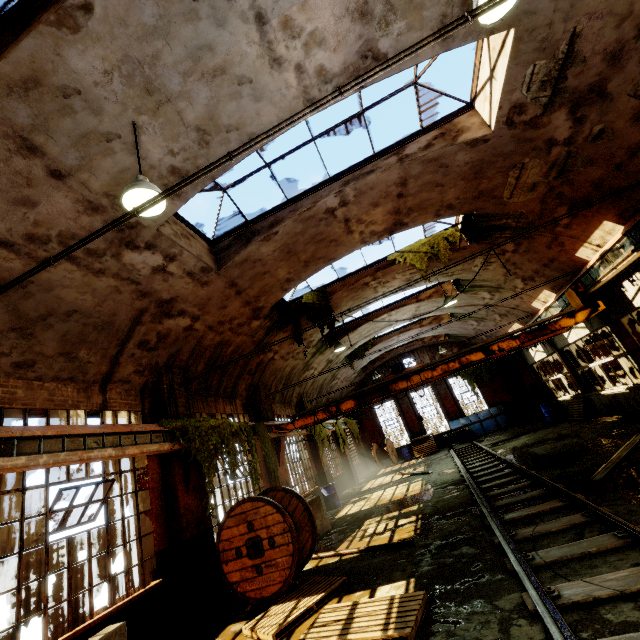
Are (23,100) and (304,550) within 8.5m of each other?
no

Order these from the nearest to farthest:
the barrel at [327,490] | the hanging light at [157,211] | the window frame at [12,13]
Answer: the window frame at [12,13] → the hanging light at [157,211] → the barrel at [327,490]

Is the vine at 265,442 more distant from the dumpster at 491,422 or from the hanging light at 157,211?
the hanging light at 157,211

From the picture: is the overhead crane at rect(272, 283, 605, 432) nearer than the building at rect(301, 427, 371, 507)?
Yes

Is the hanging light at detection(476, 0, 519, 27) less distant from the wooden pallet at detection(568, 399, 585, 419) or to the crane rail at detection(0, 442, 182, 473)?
the crane rail at detection(0, 442, 182, 473)

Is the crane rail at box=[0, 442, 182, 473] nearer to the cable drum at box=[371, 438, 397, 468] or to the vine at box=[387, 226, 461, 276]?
the vine at box=[387, 226, 461, 276]

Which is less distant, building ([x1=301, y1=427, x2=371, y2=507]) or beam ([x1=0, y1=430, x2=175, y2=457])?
beam ([x1=0, y1=430, x2=175, y2=457])

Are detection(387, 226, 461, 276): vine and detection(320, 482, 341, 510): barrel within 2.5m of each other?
no
